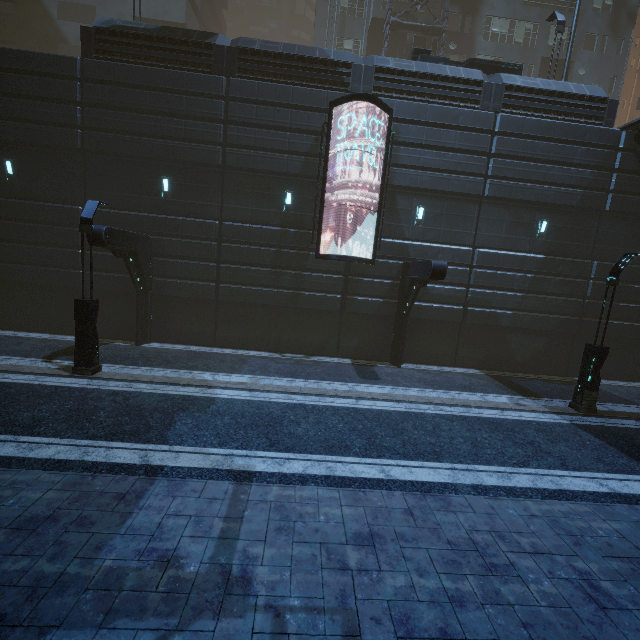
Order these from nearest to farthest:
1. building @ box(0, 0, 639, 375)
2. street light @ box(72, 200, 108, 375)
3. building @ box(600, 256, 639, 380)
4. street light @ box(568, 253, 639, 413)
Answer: street light @ box(72, 200, 108, 375) < street light @ box(568, 253, 639, 413) < building @ box(0, 0, 639, 375) < building @ box(600, 256, 639, 380)

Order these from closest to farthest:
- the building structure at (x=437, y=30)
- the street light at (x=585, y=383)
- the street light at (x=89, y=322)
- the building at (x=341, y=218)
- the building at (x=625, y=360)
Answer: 1. the street light at (x=89, y=322)
2. the street light at (x=585, y=383)
3. the building at (x=341, y=218)
4. the building at (x=625, y=360)
5. the building structure at (x=437, y=30)

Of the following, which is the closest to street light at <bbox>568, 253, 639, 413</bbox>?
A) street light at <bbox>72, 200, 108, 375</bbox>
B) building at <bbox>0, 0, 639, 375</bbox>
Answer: building at <bbox>0, 0, 639, 375</bbox>

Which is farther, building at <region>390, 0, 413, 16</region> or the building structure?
building at <region>390, 0, 413, 16</region>

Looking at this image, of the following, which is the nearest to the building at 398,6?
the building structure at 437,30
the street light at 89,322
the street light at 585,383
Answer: the building structure at 437,30

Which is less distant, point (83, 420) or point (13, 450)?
point (13, 450)

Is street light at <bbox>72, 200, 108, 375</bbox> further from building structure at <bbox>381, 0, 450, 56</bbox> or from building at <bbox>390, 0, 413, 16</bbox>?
building structure at <bbox>381, 0, 450, 56</bbox>

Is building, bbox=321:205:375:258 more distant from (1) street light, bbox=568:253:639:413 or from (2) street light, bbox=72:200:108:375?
(1) street light, bbox=568:253:639:413
